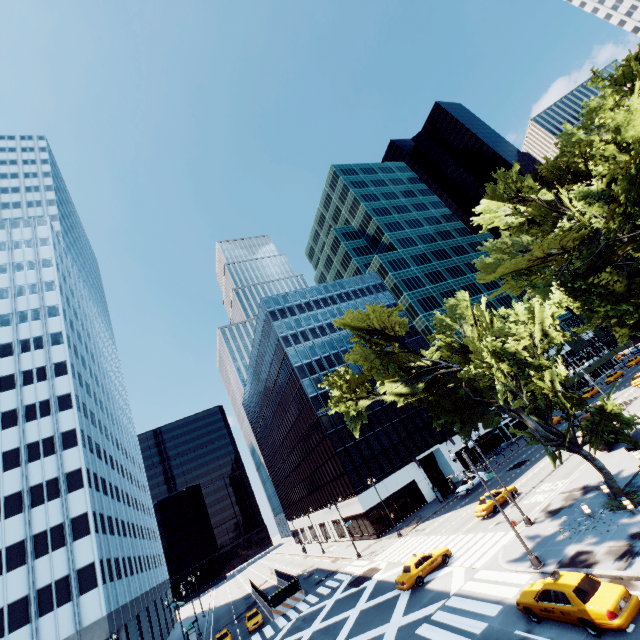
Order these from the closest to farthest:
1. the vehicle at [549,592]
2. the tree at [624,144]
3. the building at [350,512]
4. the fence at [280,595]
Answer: the vehicle at [549,592]
the tree at [624,144]
the fence at [280,595]
the building at [350,512]

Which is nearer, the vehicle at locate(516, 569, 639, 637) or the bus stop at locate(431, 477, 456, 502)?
the vehicle at locate(516, 569, 639, 637)

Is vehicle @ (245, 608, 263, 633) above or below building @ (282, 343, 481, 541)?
below

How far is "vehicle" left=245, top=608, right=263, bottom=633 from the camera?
36.2 meters

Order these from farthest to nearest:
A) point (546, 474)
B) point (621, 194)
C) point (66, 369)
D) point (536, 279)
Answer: point (66, 369), point (546, 474), point (536, 279), point (621, 194)

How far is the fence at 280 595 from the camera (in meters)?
37.81

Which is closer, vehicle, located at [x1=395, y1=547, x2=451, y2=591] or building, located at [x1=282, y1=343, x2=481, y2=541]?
vehicle, located at [x1=395, y1=547, x2=451, y2=591]

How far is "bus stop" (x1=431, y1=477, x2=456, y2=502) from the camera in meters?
45.7
